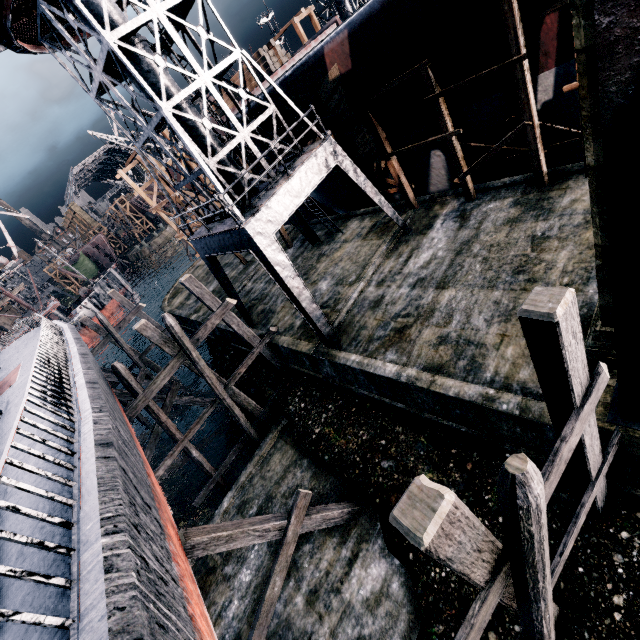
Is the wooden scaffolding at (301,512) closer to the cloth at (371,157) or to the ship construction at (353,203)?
the cloth at (371,157)

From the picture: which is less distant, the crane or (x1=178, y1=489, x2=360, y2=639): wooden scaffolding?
(x1=178, y1=489, x2=360, y2=639): wooden scaffolding

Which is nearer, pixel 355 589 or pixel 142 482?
pixel 142 482

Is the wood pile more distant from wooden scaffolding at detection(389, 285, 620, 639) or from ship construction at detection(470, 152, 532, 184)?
wooden scaffolding at detection(389, 285, 620, 639)

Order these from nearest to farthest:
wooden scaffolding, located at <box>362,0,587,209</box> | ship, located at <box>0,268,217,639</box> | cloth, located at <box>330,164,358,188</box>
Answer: ship, located at <box>0,268,217,639</box>, wooden scaffolding, located at <box>362,0,587,209</box>, cloth, located at <box>330,164,358,188</box>

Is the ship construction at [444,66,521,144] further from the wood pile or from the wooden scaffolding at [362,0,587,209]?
the wood pile

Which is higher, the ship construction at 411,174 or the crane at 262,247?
the crane at 262,247

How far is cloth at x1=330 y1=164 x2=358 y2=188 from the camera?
16.75m
